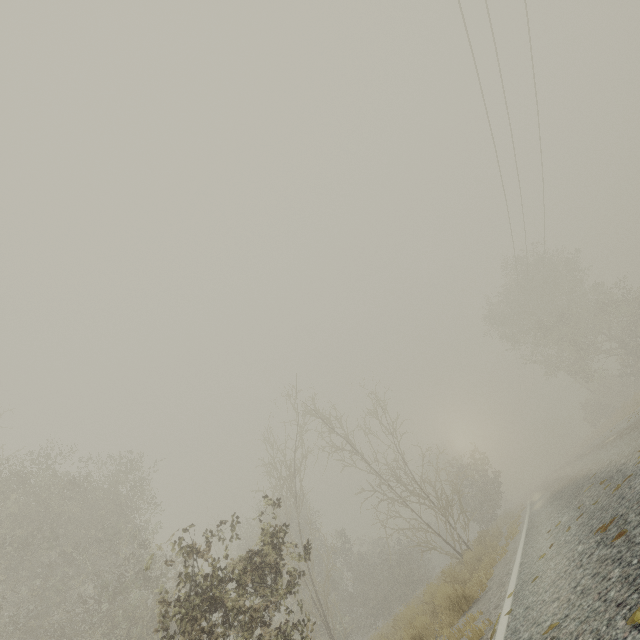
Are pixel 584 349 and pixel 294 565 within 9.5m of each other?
no

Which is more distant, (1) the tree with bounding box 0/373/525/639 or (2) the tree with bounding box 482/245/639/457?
(2) the tree with bounding box 482/245/639/457

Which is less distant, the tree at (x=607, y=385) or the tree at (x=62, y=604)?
the tree at (x=62, y=604)
